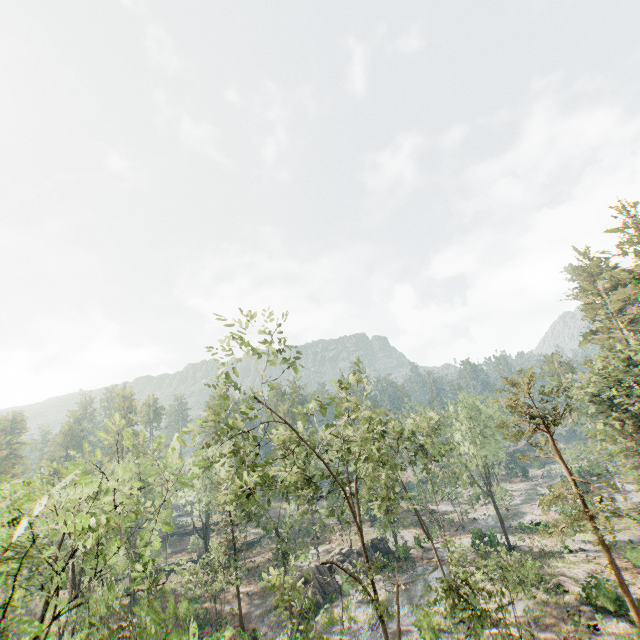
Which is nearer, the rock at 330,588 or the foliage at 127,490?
the foliage at 127,490

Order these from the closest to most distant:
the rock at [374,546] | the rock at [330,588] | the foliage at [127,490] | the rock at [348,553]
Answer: the foliage at [127,490], the rock at [330,588], the rock at [348,553], the rock at [374,546]

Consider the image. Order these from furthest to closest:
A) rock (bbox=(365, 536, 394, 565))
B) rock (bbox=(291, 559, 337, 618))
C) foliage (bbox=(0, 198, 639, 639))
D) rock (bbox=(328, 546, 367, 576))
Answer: rock (bbox=(365, 536, 394, 565))
rock (bbox=(328, 546, 367, 576))
rock (bbox=(291, 559, 337, 618))
foliage (bbox=(0, 198, 639, 639))

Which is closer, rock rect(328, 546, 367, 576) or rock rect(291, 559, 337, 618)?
rock rect(291, 559, 337, 618)

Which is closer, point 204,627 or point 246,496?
point 246,496

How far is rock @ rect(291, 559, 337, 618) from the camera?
35.56m
